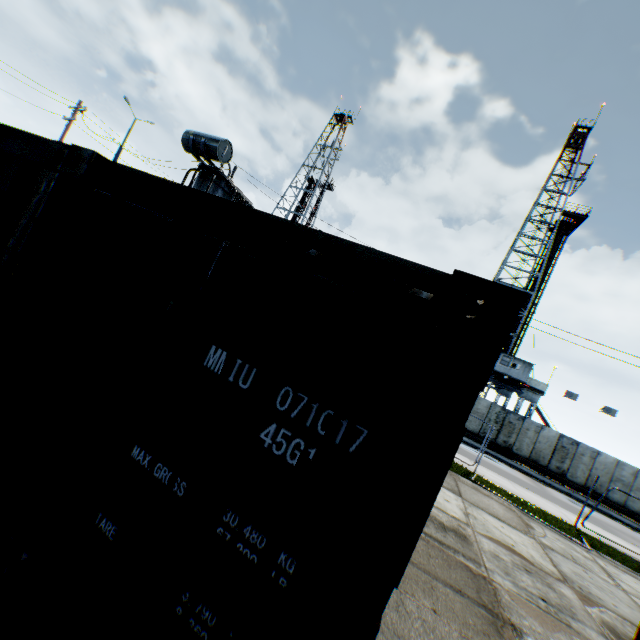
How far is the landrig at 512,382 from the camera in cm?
2905

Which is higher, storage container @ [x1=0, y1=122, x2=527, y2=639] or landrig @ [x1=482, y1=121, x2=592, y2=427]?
landrig @ [x1=482, y1=121, x2=592, y2=427]

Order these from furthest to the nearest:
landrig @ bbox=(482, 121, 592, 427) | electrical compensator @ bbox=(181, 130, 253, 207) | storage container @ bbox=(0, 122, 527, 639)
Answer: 1. landrig @ bbox=(482, 121, 592, 427)
2. electrical compensator @ bbox=(181, 130, 253, 207)
3. storage container @ bbox=(0, 122, 527, 639)

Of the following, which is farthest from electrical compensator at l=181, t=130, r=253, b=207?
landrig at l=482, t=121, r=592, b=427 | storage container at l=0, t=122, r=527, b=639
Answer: landrig at l=482, t=121, r=592, b=427

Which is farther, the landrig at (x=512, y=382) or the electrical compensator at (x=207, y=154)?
the landrig at (x=512, y=382)

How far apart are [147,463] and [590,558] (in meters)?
13.14
